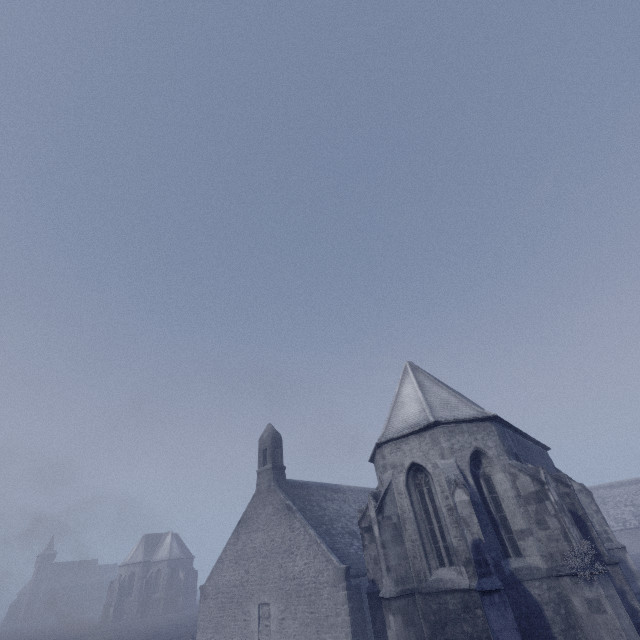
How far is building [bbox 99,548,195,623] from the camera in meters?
53.4 m

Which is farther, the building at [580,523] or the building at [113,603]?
the building at [113,603]

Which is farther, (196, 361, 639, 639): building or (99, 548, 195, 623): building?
(99, 548, 195, 623): building

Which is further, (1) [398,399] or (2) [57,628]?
(2) [57,628]

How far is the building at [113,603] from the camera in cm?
5338
